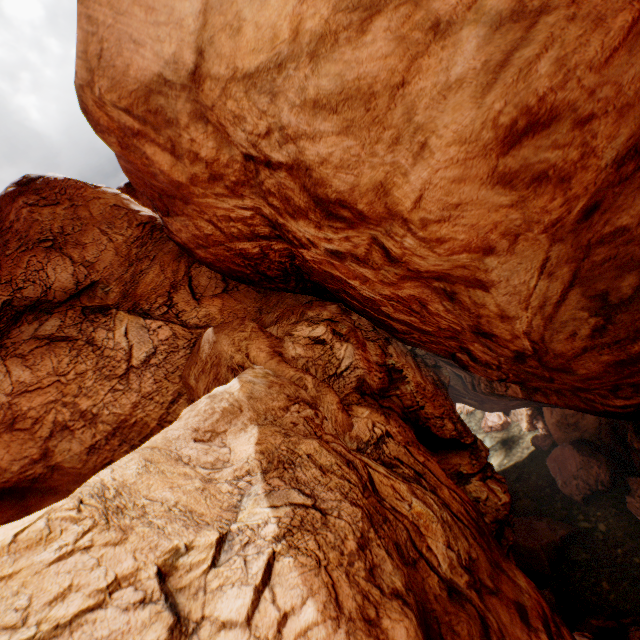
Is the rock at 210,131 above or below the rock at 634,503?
above

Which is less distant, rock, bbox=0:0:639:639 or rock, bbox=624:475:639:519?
rock, bbox=0:0:639:639

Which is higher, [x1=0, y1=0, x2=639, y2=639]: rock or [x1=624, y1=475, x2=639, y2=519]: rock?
[x1=0, y1=0, x2=639, y2=639]: rock

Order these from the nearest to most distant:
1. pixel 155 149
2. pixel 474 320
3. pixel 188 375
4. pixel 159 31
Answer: pixel 159 31 < pixel 474 320 < pixel 155 149 < pixel 188 375

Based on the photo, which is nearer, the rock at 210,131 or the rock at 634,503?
the rock at 210,131
